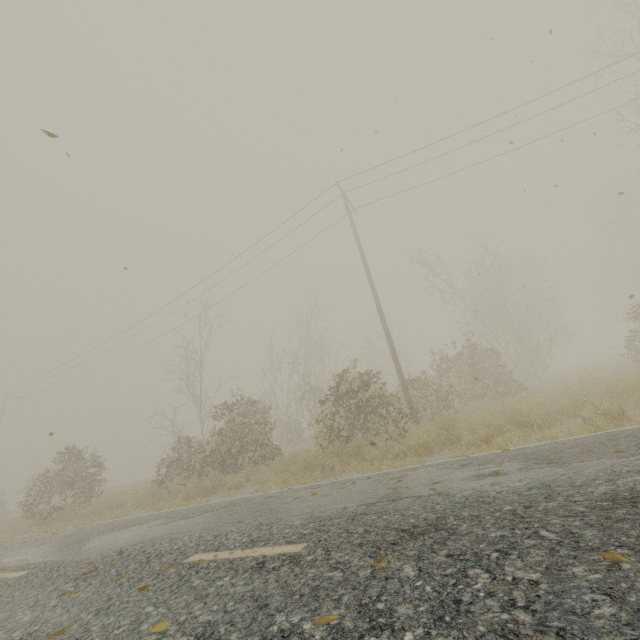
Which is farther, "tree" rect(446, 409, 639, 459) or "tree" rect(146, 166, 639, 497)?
"tree" rect(146, 166, 639, 497)

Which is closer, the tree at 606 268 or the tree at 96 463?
the tree at 606 268

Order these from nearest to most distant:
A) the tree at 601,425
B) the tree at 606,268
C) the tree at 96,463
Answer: the tree at 601,425 < the tree at 606,268 < the tree at 96,463

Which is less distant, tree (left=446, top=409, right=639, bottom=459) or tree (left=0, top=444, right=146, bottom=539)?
tree (left=446, top=409, right=639, bottom=459)

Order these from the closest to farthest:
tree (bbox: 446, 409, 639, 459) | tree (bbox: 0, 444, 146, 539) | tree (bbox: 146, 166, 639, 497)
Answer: tree (bbox: 446, 409, 639, 459)
tree (bbox: 146, 166, 639, 497)
tree (bbox: 0, 444, 146, 539)

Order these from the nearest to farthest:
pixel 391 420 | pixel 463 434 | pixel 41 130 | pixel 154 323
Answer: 1. pixel 41 130
2. pixel 463 434
3. pixel 391 420
4. pixel 154 323

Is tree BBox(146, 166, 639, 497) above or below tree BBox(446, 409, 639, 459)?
above
